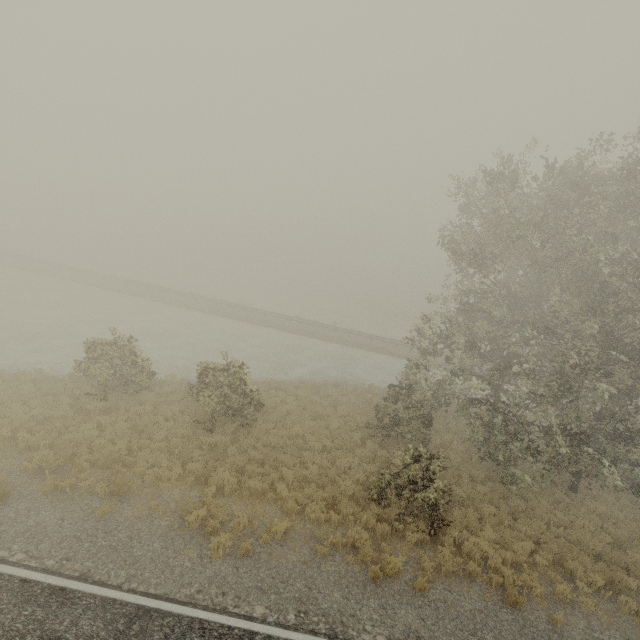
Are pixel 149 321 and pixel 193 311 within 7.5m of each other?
yes
